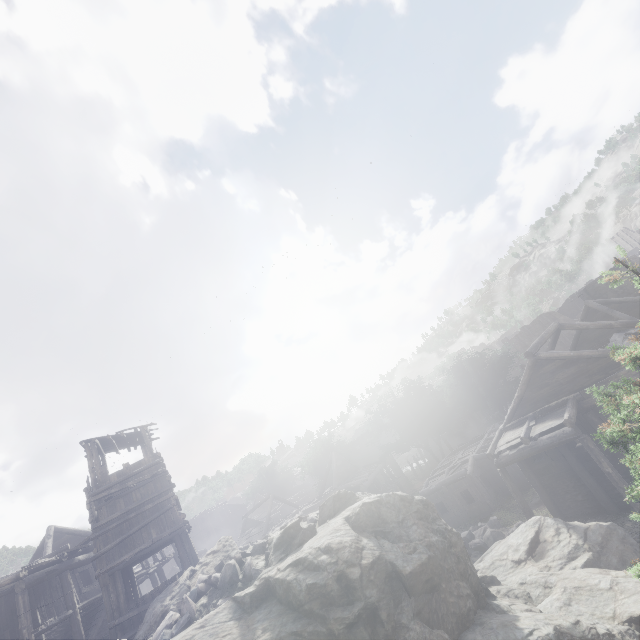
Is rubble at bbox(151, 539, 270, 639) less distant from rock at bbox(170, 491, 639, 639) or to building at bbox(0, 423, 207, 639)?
rock at bbox(170, 491, 639, 639)

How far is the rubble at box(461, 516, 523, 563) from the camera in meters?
16.2 m

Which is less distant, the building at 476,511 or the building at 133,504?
the building at 133,504

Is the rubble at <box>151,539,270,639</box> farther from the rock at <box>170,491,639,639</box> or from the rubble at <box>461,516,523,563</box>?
the rubble at <box>461,516,523,563</box>

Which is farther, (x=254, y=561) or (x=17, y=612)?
(x=17, y=612)

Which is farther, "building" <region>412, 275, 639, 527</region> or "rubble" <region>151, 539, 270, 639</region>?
"building" <region>412, 275, 639, 527</region>

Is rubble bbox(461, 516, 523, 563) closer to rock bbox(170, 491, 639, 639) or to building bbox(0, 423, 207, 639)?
rock bbox(170, 491, 639, 639)

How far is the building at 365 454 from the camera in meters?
31.8 m
